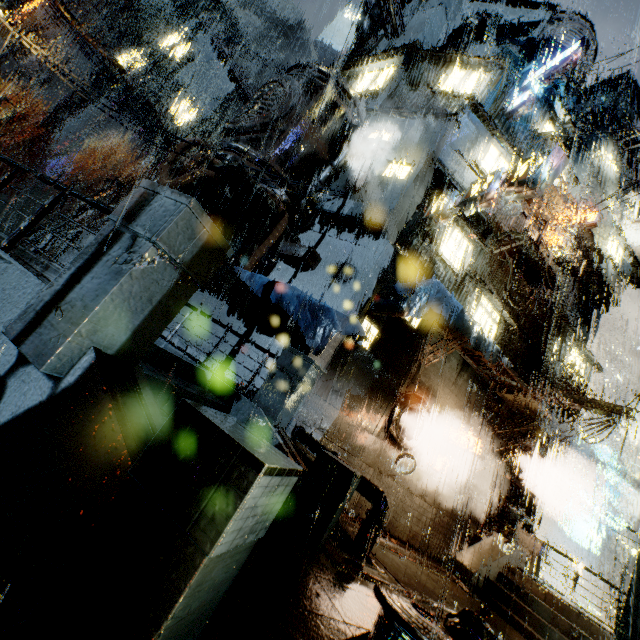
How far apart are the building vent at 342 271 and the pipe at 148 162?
50.51m

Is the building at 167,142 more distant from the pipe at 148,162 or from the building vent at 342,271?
the pipe at 148,162

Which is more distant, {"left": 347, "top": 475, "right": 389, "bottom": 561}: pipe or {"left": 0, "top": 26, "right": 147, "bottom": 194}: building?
{"left": 0, "top": 26, "right": 147, "bottom": 194}: building

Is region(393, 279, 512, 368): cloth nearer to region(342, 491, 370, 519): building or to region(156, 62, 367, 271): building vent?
region(342, 491, 370, 519): building

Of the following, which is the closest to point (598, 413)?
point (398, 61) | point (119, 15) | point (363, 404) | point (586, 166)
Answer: point (363, 404)

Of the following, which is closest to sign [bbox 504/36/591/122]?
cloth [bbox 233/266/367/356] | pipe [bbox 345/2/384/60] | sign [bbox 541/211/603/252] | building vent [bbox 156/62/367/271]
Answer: sign [bbox 541/211/603/252]

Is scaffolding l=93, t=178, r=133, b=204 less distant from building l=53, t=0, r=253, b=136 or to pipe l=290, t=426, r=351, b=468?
building l=53, t=0, r=253, b=136

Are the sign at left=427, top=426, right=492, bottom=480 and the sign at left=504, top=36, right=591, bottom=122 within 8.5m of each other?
no
